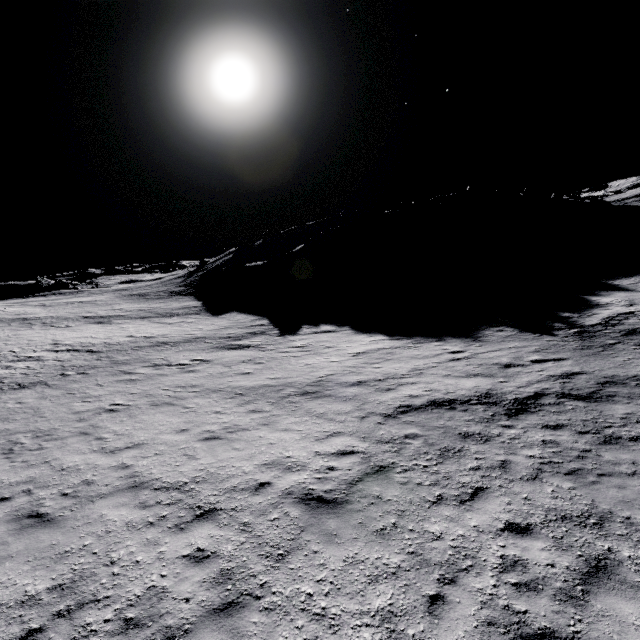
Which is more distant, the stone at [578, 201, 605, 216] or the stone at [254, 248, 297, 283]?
the stone at [578, 201, 605, 216]

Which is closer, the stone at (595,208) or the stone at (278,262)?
the stone at (278,262)

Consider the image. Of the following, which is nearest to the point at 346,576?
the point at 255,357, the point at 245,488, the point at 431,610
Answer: the point at 431,610

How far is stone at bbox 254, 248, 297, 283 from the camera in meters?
47.2

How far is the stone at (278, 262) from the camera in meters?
47.2

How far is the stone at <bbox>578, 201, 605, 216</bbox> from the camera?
57.62m
